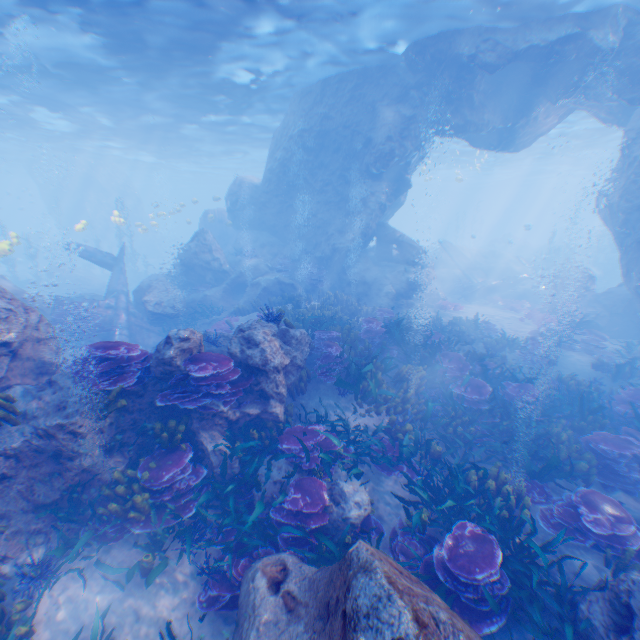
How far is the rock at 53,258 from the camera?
27.08m

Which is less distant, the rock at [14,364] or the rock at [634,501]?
the rock at [14,364]

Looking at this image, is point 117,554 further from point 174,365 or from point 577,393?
point 577,393

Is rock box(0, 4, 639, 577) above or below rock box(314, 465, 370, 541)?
above

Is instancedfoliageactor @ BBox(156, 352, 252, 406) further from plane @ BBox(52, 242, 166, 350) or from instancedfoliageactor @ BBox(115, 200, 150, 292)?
instancedfoliageactor @ BBox(115, 200, 150, 292)

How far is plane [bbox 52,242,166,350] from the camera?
13.1m

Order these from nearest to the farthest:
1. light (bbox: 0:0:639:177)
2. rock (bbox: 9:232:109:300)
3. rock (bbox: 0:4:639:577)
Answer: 1. rock (bbox: 0:4:639:577)
2. light (bbox: 0:0:639:177)
3. rock (bbox: 9:232:109:300)

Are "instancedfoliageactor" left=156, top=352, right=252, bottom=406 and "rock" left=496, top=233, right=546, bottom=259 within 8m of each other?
no
